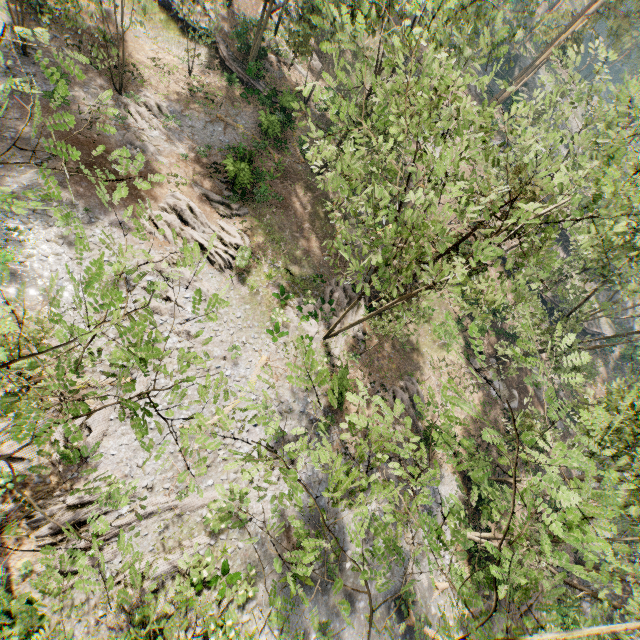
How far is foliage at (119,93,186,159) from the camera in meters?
24.1 m

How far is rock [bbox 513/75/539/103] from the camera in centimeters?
5112cm

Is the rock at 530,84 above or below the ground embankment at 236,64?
above

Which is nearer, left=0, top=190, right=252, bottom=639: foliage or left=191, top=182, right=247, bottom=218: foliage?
left=0, top=190, right=252, bottom=639: foliage

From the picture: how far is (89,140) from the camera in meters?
21.8

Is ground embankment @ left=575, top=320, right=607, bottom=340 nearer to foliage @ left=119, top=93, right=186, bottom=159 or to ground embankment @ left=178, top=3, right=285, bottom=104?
foliage @ left=119, top=93, right=186, bottom=159

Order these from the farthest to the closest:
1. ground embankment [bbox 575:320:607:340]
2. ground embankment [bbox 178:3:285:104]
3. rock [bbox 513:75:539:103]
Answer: rock [bbox 513:75:539:103] → ground embankment [bbox 575:320:607:340] → ground embankment [bbox 178:3:285:104]

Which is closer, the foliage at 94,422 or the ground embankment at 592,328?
the foliage at 94,422
